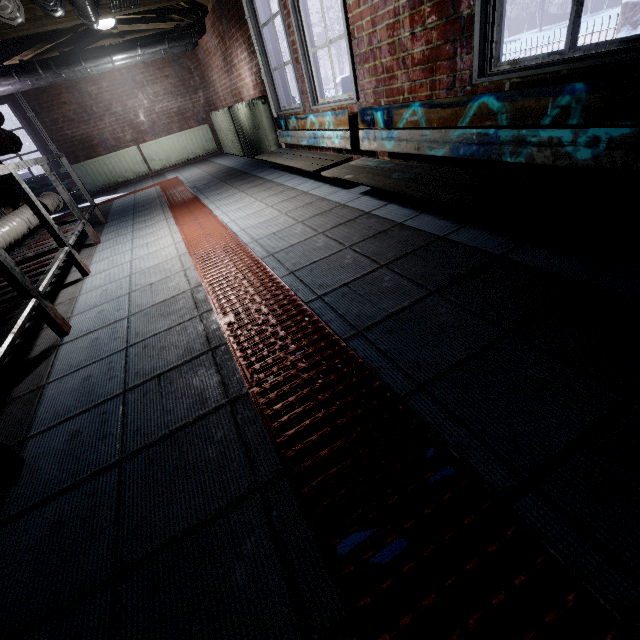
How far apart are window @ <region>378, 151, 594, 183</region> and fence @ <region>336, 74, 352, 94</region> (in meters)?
3.75

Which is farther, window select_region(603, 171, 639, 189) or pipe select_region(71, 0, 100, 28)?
pipe select_region(71, 0, 100, 28)

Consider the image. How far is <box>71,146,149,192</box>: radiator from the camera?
6.75m

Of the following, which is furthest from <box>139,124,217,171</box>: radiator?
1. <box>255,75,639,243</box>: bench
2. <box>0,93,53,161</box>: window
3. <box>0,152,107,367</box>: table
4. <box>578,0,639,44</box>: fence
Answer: <box>255,75,639,243</box>: bench

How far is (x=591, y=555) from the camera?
0.6 meters

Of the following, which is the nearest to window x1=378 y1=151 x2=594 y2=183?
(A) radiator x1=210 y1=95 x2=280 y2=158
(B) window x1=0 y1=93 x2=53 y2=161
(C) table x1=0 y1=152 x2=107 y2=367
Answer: (A) radiator x1=210 y1=95 x2=280 y2=158

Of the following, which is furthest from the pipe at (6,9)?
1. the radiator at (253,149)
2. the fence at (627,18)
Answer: the fence at (627,18)

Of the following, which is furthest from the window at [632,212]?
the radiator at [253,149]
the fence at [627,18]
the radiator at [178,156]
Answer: the fence at [627,18]
